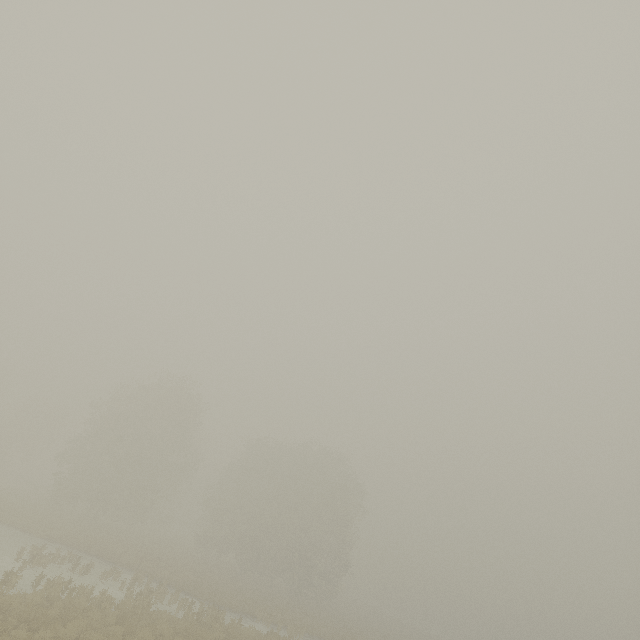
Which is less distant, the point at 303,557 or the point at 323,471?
the point at 303,557
